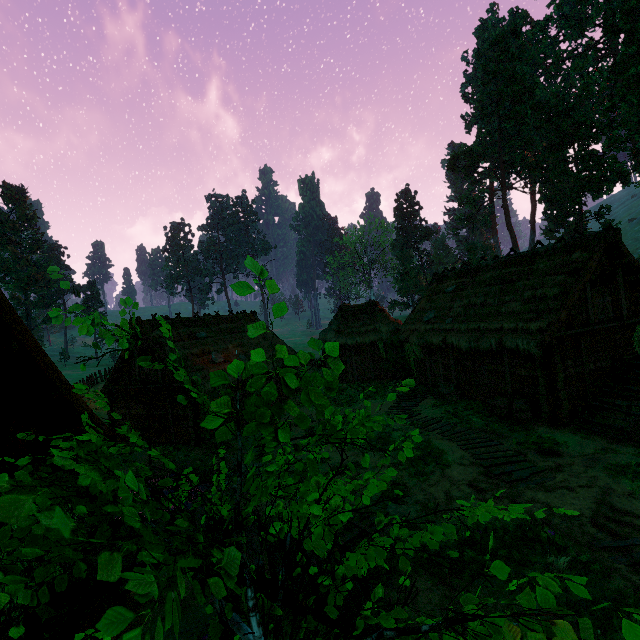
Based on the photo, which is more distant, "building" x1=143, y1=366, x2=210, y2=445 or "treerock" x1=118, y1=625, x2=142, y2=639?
"building" x1=143, y1=366, x2=210, y2=445

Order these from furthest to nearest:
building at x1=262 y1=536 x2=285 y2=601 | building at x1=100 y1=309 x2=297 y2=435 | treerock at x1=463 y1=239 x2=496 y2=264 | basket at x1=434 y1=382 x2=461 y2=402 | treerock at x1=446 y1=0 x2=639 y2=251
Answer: treerock at x1=463 y1=239 x2=496 y2=264 → treerock at x1=446 y1=0 x2=639 y2=251 → building at x1=100 y1=309 x2=297 y2=435 → basket at x1=434 y1=382 x2=461 y2=402 → building at x1=262 y1=536 x2=285 y2=601

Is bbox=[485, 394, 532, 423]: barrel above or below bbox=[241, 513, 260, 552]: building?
below

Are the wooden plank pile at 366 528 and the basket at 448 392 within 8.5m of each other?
no

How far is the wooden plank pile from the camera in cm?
750

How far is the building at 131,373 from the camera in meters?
19.9

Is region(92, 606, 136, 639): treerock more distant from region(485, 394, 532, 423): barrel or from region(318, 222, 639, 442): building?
region(485, 394, 532, 423): barrel

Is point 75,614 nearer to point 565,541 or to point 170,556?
point 170,556
